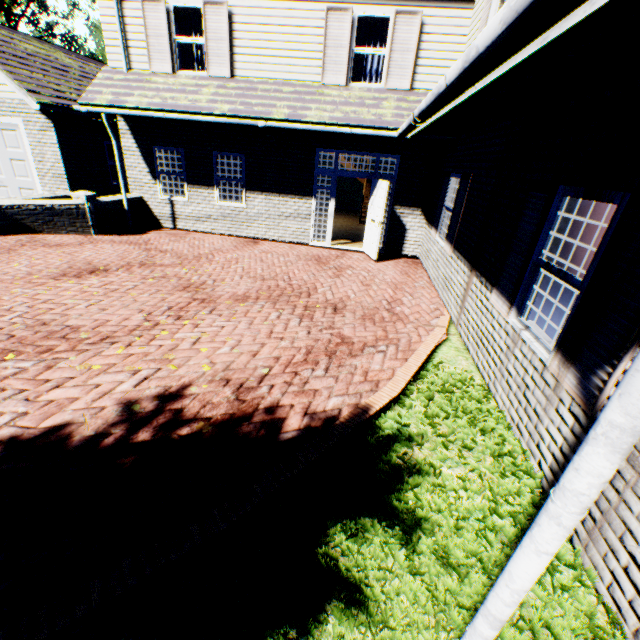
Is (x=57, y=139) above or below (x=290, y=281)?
above

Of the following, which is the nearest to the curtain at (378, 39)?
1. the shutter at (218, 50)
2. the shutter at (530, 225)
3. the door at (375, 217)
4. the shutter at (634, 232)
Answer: the door at (375, 217)

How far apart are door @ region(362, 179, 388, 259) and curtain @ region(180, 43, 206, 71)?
5.1 meters

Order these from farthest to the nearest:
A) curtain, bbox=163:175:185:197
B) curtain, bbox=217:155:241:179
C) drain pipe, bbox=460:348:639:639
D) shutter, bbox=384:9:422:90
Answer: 1. curtain, bbox=163:175:185:197
2. curtain, bbox=217:155:241:179
3. shutter, bbox=384:9:422:90
4. drain pipe, bbox=460:348:639:639

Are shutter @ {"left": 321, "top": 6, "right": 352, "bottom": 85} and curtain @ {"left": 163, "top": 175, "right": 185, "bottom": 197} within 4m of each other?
no

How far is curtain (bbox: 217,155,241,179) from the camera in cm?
1041

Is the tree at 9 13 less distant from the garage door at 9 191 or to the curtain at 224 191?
the garage door at 9 191

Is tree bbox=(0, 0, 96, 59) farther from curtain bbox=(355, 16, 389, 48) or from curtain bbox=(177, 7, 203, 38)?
curtain bbox=(355, 16, 389, 48)
